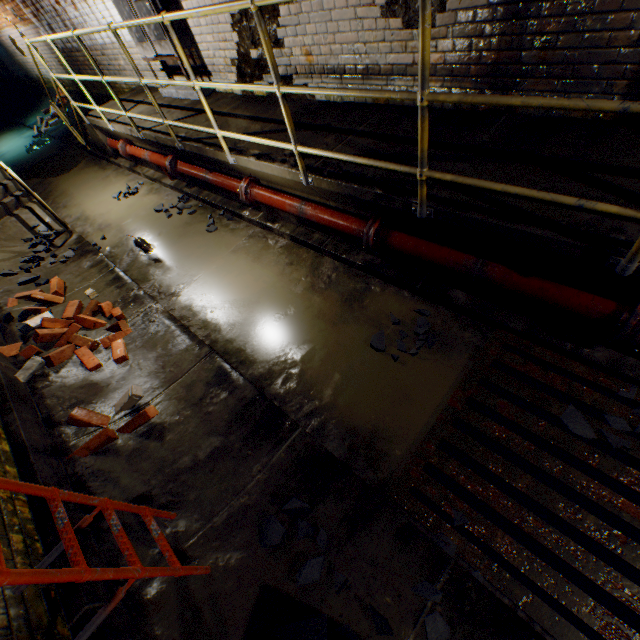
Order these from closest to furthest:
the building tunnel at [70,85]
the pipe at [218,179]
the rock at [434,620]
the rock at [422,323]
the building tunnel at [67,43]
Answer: the rock at [434,620] → the rock at [422,323] → the pipe at [218,179] → the building tunnel at [67,43] → the building tunnel at [70,85]

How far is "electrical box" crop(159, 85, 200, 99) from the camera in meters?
5.3 m

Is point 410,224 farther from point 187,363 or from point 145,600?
point 145,600

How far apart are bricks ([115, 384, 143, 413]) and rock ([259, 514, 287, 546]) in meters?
1.5

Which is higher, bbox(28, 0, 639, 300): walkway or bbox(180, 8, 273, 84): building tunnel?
bbox(180, 8, 273, 84): building tunnel

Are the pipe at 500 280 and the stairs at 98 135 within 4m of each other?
no

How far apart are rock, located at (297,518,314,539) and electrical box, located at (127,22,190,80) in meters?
6.1

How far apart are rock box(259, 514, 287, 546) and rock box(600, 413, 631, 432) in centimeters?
175cm
